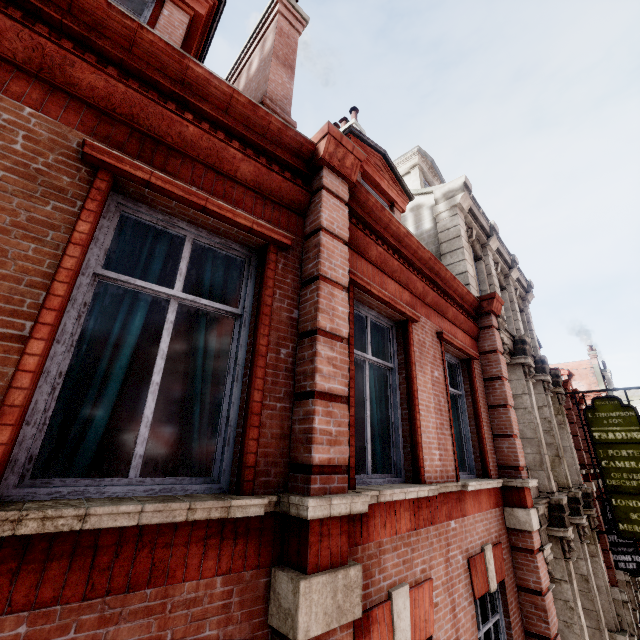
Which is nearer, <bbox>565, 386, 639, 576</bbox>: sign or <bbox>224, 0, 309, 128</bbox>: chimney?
<bbox>224, 0, 309, 128</bbox>: chimney

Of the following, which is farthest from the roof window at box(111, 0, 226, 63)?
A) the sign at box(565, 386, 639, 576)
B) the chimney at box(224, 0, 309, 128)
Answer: the sign at box(565, 386, 639, 576)

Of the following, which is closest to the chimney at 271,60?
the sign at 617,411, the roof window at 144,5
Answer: the roof window at 144,5

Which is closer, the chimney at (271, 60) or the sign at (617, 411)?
the chimney at (271, 60)

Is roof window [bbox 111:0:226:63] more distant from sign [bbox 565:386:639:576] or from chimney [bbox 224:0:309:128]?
sign [bbox 565:386:639:576]

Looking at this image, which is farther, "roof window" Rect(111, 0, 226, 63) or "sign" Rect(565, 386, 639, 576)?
"sign" Rect(565, 386, 639, 576)

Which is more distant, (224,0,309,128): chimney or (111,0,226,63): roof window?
(224,0,309,128): chimney

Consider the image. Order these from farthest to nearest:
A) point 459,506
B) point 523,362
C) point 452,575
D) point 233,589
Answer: point 523,362, point 459,506, point 452,575, point 233,589
